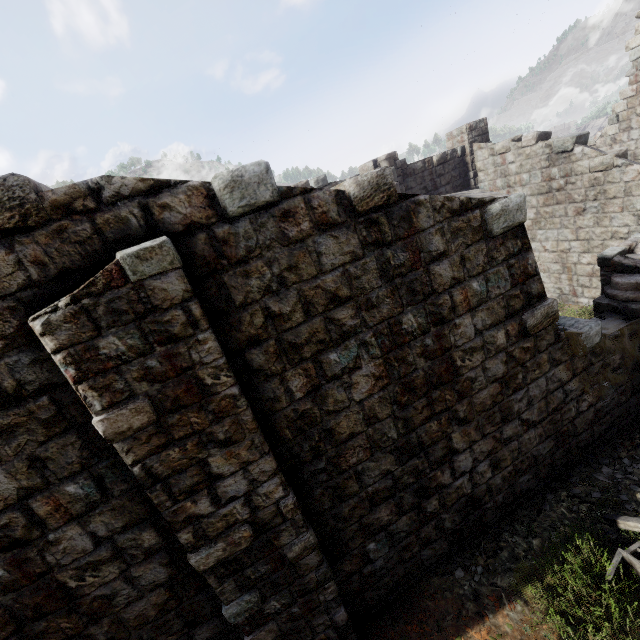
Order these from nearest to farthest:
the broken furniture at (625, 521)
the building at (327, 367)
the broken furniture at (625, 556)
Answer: the building at (327, 367) < the broken furniture at (625, 556) < the broken furniture at (625, 521)

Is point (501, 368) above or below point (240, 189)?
below

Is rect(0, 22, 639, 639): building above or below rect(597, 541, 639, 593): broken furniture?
above

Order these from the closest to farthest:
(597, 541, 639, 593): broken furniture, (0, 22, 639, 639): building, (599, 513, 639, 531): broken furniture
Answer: (0, 22, 639, 639): building < (597, 541, 639, 593): broken furniture < (599, 513, 639, 531): broken furniture

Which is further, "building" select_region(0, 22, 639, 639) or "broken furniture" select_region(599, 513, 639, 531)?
"broken furniture" select_region(599, 513, 639, 531)

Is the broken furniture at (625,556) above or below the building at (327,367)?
below
